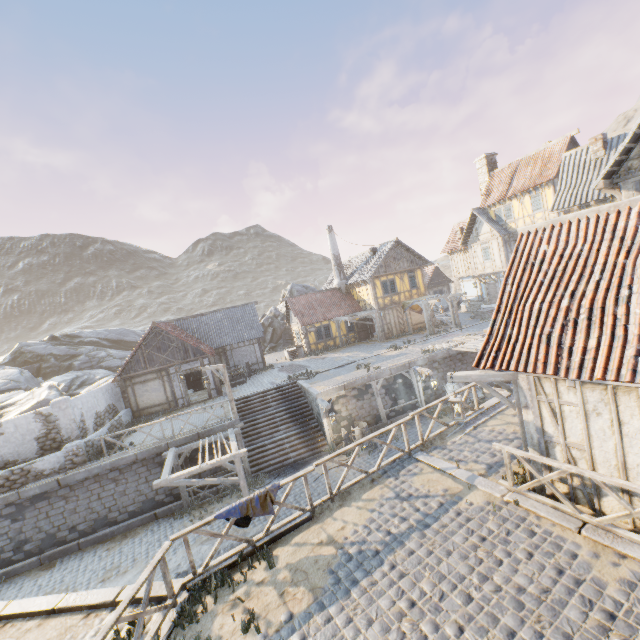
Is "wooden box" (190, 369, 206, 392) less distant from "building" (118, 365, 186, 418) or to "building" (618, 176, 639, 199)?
"building" (118, 365, 186, 418)

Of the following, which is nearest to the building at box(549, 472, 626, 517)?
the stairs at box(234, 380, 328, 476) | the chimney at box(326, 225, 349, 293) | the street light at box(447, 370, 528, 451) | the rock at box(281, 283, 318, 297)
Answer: the street light at box(447, 370, 528, 451)

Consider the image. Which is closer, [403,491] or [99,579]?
[403,491]

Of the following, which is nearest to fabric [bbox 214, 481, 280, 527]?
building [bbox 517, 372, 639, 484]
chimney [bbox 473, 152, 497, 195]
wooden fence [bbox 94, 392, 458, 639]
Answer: wooden fence [bbox 94, 392, 458, 639]

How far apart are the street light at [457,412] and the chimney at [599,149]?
15.42m

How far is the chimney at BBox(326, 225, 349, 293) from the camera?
33.12m

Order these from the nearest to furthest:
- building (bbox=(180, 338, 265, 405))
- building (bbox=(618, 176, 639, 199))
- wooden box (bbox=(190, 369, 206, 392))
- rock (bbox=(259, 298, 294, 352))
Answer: building (bbox=(618, 176, 639, 199))
building (bbox=(180, 338, 265, 405))
wooden box (bbox=(190, 369, 206, 392))
rock (bbox=(259, 298, 294, 352))

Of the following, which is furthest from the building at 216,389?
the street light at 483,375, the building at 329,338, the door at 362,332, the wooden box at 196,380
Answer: the street light at 483,375
